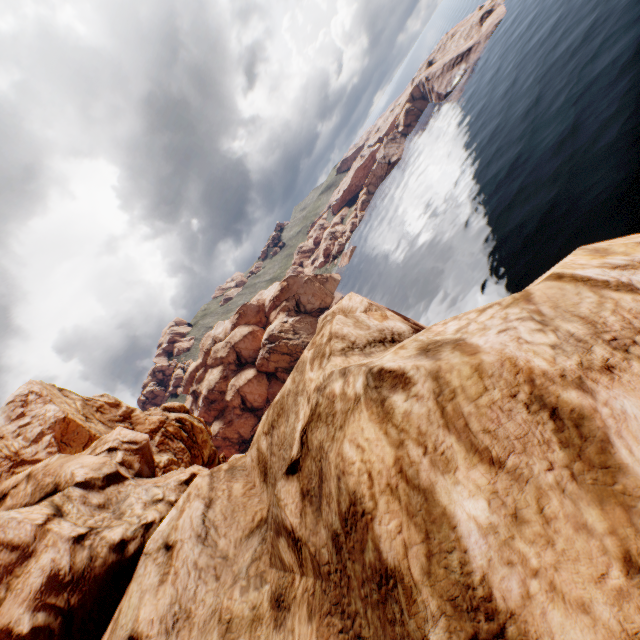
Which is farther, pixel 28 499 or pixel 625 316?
pixel 28 499
